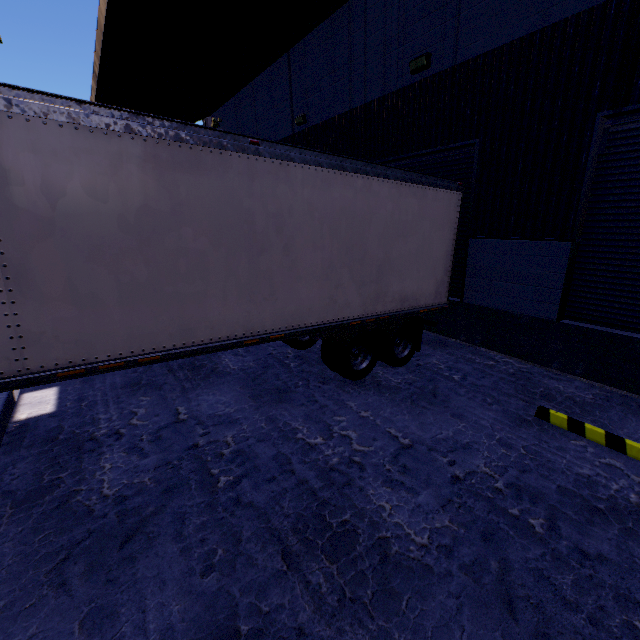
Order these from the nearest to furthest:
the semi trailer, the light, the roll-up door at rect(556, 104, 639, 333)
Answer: the semi trailer < the roll-up door at rect(556, 104, 639, 333) < the light

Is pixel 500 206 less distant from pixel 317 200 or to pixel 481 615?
pixel 317 200

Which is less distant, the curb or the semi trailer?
the semi trailer

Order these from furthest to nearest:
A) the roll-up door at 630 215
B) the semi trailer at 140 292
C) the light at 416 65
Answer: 1. the light at 416 65
2. the roll-up door at 630 215
3. the semi trailer at 140 292

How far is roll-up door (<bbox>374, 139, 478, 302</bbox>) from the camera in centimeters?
703cm

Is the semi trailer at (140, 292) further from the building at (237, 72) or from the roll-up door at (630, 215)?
the roll-up door at (630, 215)

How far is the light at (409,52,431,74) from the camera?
7.02m

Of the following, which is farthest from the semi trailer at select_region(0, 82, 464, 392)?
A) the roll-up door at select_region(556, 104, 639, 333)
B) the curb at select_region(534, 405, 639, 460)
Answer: the curb at select_region(534, 405, 639, 460)
